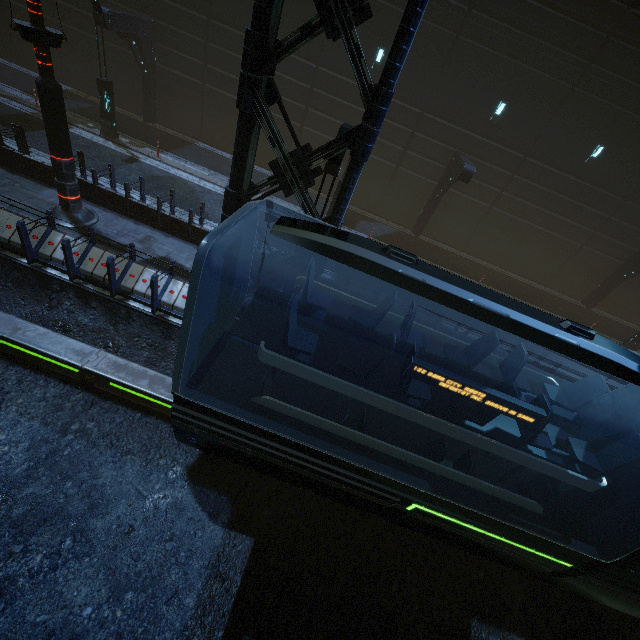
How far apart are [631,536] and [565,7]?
19.54m

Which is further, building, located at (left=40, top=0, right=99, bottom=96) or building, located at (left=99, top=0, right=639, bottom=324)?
building, located at (left=40, top=0, right=99, bottom=96)

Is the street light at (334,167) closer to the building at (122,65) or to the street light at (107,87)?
the building at (122,65)

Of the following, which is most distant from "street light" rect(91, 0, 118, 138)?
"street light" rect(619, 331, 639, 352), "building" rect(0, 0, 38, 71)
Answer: "street light" rect(619, 331, 639, 352)

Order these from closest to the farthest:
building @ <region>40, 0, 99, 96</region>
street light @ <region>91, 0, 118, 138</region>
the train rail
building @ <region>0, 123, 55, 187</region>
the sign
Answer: the train rail, the sign, building @ <region>0, 123, 55, 187</region>, street light @ <region>91, 0, 118, 138</region>, building @ <region>40, 0, 99, 96</region>

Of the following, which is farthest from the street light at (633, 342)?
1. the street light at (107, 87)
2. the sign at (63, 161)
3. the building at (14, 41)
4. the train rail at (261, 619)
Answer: the street light at (107, 87)

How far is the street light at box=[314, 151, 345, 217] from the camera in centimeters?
786cm

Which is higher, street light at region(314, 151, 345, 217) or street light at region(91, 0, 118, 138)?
street light at region(314, 151, 345, 217)
